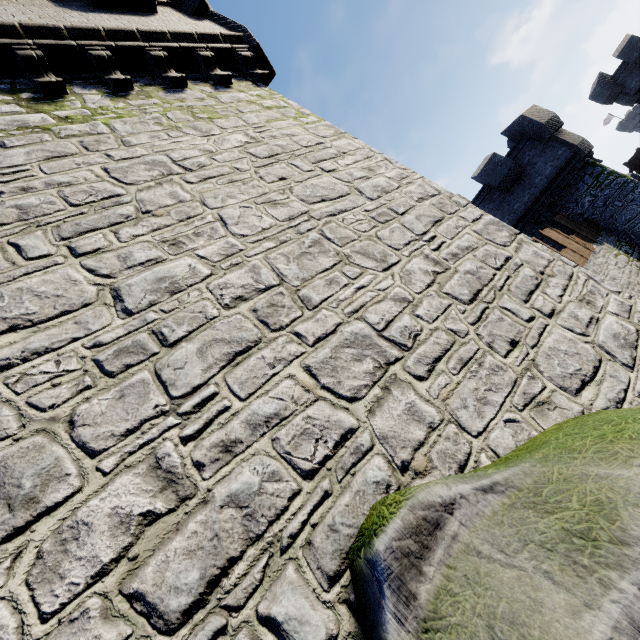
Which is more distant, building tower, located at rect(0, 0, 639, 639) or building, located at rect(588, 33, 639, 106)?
building, located at rect(588, 33, 639, 106)

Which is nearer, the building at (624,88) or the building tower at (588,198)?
the building tower at (588,198)

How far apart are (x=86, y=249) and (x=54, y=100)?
3.56m
